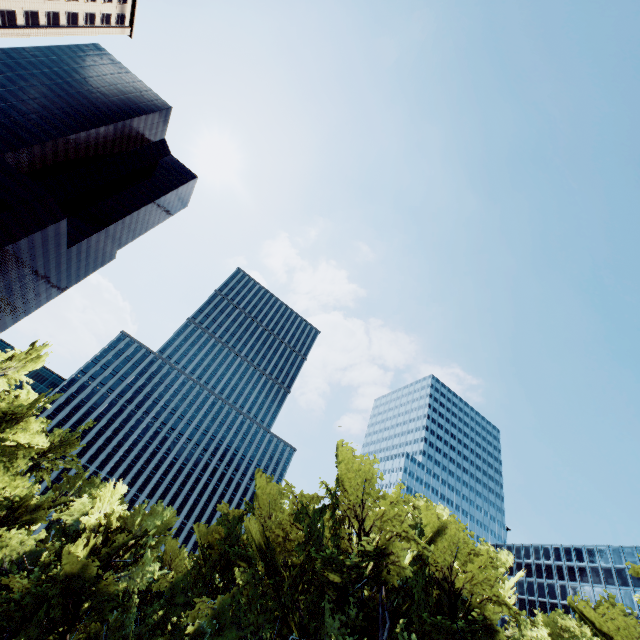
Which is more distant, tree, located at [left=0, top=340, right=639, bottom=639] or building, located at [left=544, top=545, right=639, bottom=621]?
building, located at [left=544, top=545, right=639, bottom=621]

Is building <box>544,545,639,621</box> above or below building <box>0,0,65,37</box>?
below

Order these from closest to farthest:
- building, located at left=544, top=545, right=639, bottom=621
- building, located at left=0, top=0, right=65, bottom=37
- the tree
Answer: the tree → building, located at left=544, top=545, right=639, bottom=621 → building, located at left=0, top=0, right=65, bottom=37

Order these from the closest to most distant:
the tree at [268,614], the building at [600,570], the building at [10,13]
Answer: the tree at [268,614] < the building at [600,570] < the building at [10,13]

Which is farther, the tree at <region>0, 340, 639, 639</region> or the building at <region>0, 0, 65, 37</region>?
the building at <region>0, 0, 65, 37</region>

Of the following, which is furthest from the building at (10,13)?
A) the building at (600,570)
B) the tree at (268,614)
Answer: the building at (600,570)

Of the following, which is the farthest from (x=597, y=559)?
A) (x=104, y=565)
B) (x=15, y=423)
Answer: (x=15, y=423)

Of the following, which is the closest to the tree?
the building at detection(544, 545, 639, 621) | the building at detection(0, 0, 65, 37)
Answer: the building at detection(0, 0, 65, 37)
